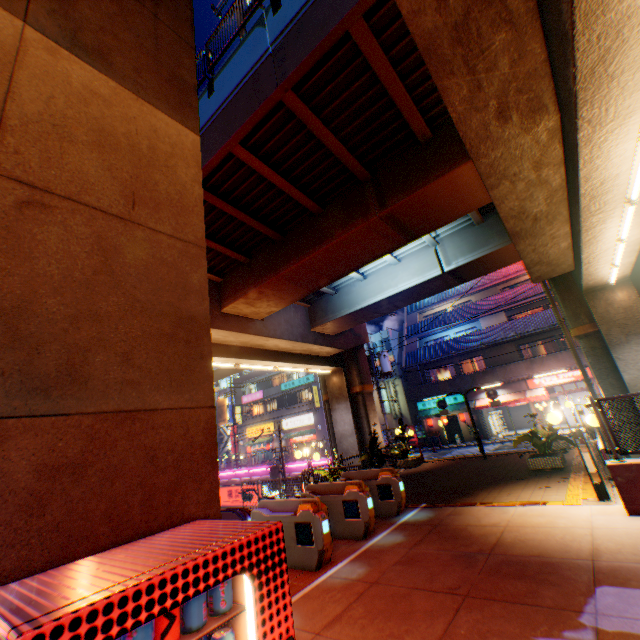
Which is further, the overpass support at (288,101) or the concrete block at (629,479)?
the concrete block at (629,479)

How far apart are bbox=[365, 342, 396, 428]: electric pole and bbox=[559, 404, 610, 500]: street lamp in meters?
14.8 m

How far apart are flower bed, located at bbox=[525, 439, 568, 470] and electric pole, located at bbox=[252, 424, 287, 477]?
15.89m

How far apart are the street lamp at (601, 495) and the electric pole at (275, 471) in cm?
1804

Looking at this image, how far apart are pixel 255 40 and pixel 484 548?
11.7 meters

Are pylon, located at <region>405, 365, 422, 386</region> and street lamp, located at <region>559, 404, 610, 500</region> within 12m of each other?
no

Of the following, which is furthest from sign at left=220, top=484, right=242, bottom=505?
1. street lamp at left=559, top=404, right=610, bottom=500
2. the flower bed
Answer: street lamp at left=559, top=404, right=610, bottom=500

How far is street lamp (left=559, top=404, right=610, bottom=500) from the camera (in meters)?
7.25
